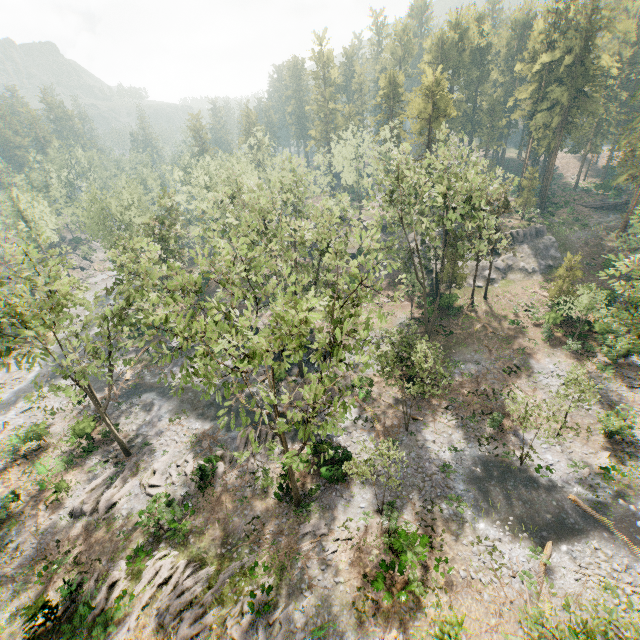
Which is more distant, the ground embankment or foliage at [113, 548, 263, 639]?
the ground embankment

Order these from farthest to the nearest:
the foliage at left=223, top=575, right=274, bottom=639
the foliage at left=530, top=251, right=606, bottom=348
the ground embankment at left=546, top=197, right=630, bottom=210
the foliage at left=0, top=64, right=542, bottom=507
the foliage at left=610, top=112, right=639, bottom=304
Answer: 1. the ground embankment at left=546, top=197, right=630, bottom=210
2. the foliage at left=530, top=251, right=606, bottom=348
3. the foliage at left=610, top=112, right=639, bottom=304
4. the foliage at left=223, top=575, right=274, bottom=639
5. the foliage at left=0, top=64, right=542, bottom=507

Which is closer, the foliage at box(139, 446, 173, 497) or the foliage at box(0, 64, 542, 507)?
the foliage at box(0, 64, 542, 507)

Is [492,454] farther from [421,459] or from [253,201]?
[253,201]

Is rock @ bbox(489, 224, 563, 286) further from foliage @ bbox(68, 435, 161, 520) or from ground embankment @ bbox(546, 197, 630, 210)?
ground embankment @ bbox(546, 197, 630, 210)

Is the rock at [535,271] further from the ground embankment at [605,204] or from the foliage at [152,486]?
the ground embankment at [605,204]

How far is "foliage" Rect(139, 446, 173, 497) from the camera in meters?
25.6 m
